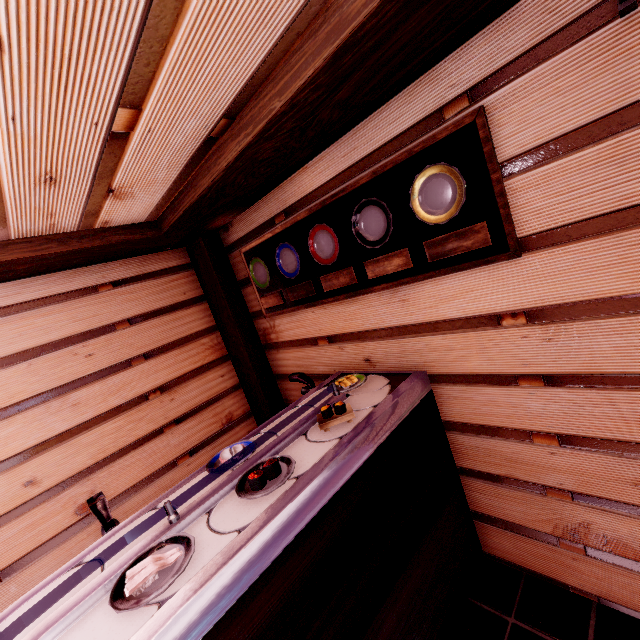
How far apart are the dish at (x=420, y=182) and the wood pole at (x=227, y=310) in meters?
3.5

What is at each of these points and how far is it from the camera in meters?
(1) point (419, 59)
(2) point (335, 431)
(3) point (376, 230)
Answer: (1) wood bar, 2.4
(2) table, 3.0
(3) dish, 3.3

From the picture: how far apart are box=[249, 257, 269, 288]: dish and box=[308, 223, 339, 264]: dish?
1.00m

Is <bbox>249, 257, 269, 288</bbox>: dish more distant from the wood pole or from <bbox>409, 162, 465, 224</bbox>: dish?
<bbox>409, 162, 465, 224</bbox>: dish

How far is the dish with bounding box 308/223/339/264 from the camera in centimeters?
372cm

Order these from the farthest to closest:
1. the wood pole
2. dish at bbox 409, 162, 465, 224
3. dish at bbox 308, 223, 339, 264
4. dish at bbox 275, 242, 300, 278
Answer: the wood pole < dish at bbox 275, 242, 300, 278 < dish at bbox 308, 223, 339, 264 < dish at bbox 409, 162, 465, 224

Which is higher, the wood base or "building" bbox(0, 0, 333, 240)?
"building" bbox(0, 0, 333, 240)

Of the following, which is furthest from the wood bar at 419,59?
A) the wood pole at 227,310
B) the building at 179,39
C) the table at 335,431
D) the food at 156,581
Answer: the food at 156,581
